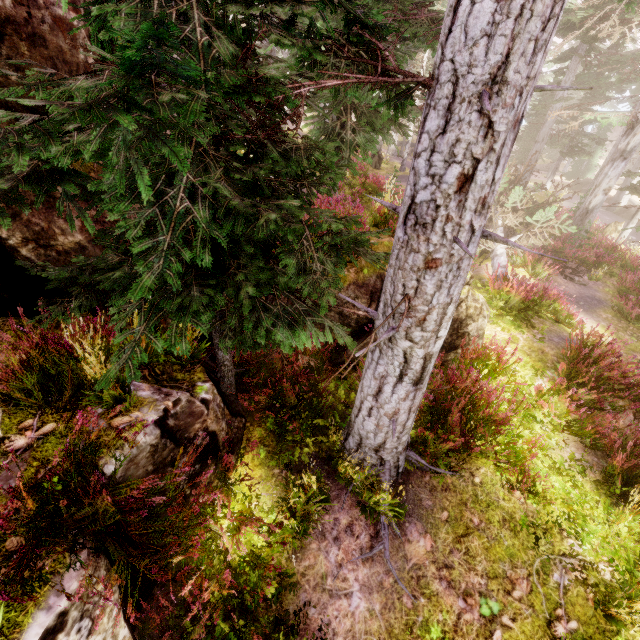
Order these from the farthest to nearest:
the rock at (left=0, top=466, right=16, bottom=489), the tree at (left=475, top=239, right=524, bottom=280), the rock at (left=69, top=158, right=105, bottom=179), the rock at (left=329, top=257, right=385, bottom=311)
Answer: the tree at (left=475, top=239, right=524, bottom=280) → the rock at (left=329, top=257, right=385, bottom=311) → the rock at (left=69, top=158, right=105, bottom=179) → the rock at (left=0, top=466, right=16, bottom=489)

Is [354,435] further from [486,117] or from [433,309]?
[486,117]

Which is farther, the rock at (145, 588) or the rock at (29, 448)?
the rock at (145, 588)

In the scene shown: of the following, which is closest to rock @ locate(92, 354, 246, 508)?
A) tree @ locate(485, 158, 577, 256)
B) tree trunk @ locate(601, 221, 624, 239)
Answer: tree @ locate(485, 158, 577, 256)

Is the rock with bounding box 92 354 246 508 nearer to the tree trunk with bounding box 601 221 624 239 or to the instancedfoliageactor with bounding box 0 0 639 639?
the instancedfoliageactor with bounding box 0 0 639 639

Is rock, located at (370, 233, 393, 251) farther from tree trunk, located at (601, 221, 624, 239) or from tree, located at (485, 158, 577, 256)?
tree trunk, located at (601, 221, 624, 239)

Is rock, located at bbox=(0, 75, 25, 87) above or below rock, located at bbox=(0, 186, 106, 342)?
above

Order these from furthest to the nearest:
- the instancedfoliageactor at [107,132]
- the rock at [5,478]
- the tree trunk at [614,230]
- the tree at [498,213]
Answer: the tree trunk at [614,230] → the tree at [498,213] → the rock at [5,478] → the instancedfoliageactor at [107,132]
